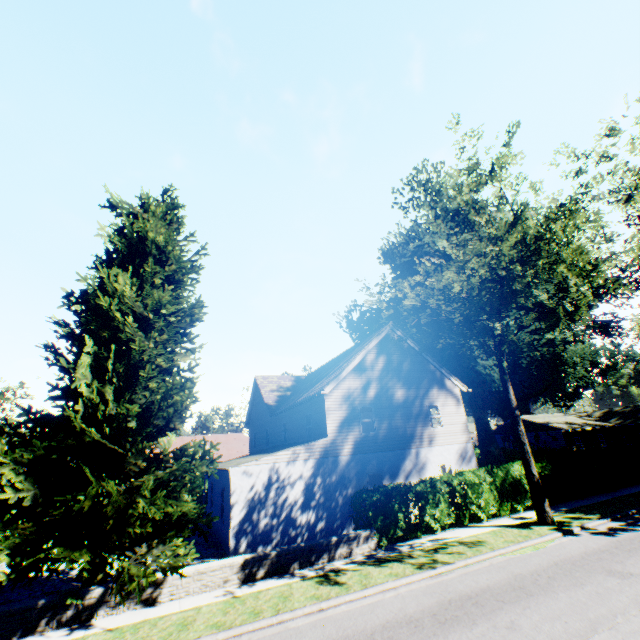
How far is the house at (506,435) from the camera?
44.33m

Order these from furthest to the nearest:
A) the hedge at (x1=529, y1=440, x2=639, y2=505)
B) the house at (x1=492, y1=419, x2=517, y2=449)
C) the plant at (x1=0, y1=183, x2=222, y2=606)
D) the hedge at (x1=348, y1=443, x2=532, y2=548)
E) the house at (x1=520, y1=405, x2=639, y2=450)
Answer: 1. the house at (x1=492, y1=419, x2=517, y2=449)
2. the house at (x1=520, y1=405, x2=639, y2=450)
3. the hedge at (x1=529, y1=440, x2=639, y2=505)
4. the hedge at (x1=348, y1=443, x2=532, y2=548)
5. the plant at (x1=0, y1=183, x2=222, y2=606)

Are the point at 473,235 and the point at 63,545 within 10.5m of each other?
no

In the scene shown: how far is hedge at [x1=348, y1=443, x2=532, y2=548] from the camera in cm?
1327

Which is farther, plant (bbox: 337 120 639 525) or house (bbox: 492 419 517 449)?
house (bbox: 492 419 517 449)

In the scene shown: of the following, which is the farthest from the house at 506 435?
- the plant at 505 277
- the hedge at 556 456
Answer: the hedge at 556 456

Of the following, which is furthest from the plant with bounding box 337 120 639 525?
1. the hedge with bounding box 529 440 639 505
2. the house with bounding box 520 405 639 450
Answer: the hedge with bounding box 529 440 639 505

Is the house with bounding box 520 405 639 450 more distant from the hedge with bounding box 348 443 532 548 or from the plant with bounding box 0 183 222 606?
the hedge with bounding box 348 443 532 548
